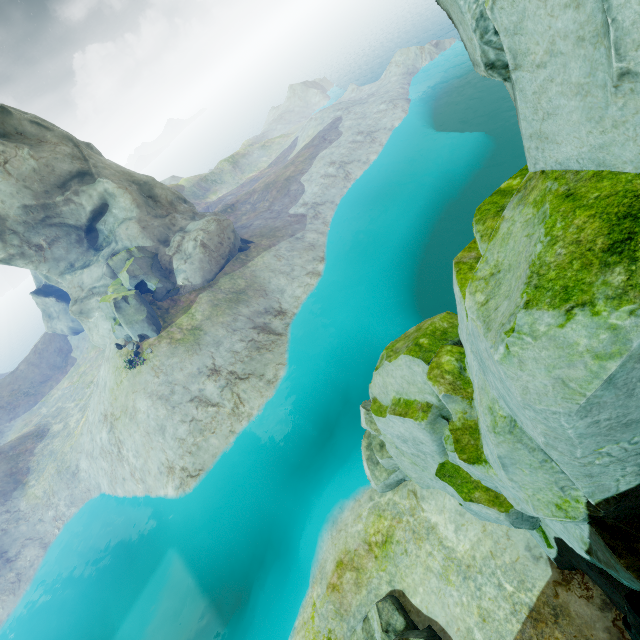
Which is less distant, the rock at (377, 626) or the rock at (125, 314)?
the rock at (377, 626)

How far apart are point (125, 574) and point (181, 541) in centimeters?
680cm

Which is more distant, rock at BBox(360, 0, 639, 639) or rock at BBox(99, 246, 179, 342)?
rock at BBox(99, 246, 179, 342)

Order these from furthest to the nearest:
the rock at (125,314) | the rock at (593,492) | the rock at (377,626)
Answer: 1. the rock at (125,314)
2. the rock at (377,626)
3. the rock at (593,492)

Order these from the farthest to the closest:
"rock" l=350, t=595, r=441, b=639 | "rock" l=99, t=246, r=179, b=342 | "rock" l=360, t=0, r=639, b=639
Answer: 1. "rock" l=99, t=246, r=179, b=342
2. "rock" l=350, t=595, r=441, b=639
3. "rock" l=360, t=0, r=639, b=639

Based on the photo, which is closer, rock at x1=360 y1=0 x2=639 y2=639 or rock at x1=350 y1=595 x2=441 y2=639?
rock at x1=360 y1=0 x2=639 y2=639

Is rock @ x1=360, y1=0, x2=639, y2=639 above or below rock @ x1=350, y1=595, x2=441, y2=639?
above

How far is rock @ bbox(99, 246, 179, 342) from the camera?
26.77m
